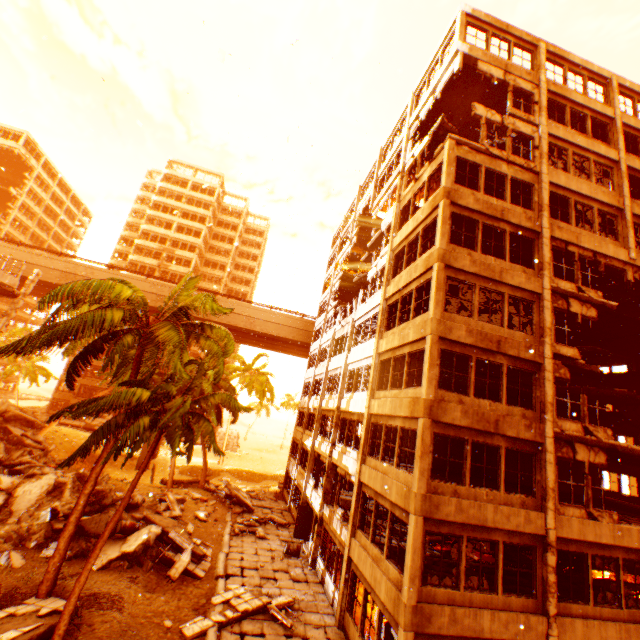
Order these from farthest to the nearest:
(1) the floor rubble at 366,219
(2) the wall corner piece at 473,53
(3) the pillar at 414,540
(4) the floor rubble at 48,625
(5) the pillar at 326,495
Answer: (1) the floor rubble at 366,219 < (5) the pillar at 326,495 < (2) the wall corner piece at 473,53 < (3) the pillar at 414,540 < (4) the floor rubble at 48,625

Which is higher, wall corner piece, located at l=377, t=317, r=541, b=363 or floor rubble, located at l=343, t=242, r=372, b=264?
floor rubble, located at l=343, t=242, r=372, b=264

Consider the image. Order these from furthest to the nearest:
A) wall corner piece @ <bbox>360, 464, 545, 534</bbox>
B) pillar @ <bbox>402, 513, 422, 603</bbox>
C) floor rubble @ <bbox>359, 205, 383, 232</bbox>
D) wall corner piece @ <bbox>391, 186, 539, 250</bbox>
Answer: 1. floor rubble @ <bbox>359, 205, 383, 232</bbox>
2. wall corner piece @ <bbox>391, 186, 539, 250</bbox>
3. wall corner piece @ <bbox>360, 464, 545, 534</bbox>
4. pillar @ <bbox>402, 513, 422, 603</bbox>

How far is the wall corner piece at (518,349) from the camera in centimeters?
1202cm

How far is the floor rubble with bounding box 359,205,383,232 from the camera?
30.11m

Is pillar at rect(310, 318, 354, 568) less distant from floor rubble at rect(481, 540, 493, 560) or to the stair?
floor rubble at rect(481, 540, 493, 560)

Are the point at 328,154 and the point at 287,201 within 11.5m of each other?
yes

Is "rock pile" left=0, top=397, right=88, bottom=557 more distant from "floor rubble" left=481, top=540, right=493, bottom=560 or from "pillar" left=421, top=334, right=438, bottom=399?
"floor rubble" left=481, top=540, right=493, bottom=560
